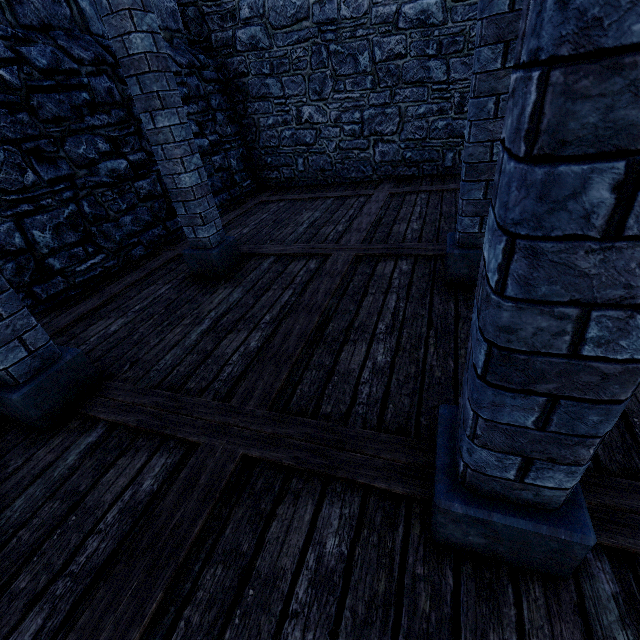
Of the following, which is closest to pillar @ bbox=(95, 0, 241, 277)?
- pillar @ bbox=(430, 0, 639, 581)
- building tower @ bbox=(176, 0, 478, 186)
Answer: building tower @ bbox=(176, 0, 478, 186)

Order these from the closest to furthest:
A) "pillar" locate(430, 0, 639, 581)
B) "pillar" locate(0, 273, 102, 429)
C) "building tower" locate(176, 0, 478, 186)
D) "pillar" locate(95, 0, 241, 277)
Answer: "pillar" locate(430, 0, 639, 581)
"pillar" locate(0, 273, 102, 429)
"pillar" locate(95, 0, 241, 277)
"building tower" locate(176, 0, 478, 186)

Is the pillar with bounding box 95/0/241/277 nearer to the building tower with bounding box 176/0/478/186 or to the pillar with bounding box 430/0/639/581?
the building tower with bounding box 176/0/478/186

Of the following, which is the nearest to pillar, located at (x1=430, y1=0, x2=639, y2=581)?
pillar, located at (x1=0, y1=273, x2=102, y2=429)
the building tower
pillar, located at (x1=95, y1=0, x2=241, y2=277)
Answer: pillar, located at (x1=0, y1=273, x2=102, y2=429)

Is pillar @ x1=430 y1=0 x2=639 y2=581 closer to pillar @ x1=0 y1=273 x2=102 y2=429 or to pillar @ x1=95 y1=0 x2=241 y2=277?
pillar @ x1=0 y1=273 x2=102 y2=429

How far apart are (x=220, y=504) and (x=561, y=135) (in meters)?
2.08

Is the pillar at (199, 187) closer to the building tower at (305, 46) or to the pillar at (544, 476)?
the building tower at (305, 46)

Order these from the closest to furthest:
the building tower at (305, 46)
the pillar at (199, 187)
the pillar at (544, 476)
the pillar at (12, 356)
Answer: the pillar at (544, 476) < the pillar at (12, 356) < the pillar at (199, 187) < the building tower at (305, 46)
